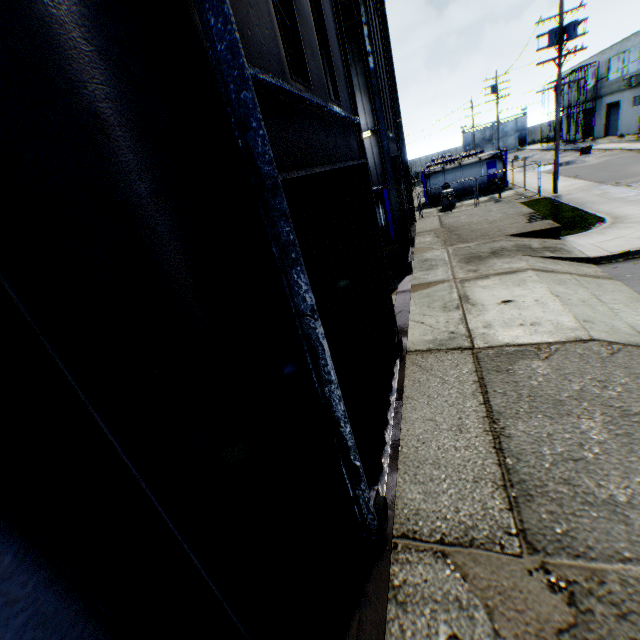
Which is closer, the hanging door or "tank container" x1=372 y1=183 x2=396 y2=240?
the hanging door

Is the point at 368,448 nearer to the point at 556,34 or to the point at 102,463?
the point at 102,463

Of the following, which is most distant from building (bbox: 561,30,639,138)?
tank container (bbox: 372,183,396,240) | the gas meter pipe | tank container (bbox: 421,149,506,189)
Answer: tank container (bbox: 372,183,396,240)

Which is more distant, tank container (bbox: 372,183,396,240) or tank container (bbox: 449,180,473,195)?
tank container (bbox: 449,180,473,195)

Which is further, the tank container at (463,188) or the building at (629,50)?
the building at (629,50)

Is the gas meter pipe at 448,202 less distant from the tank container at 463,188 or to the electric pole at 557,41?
the tank container at 463,188

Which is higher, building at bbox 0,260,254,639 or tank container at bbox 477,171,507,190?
building at bbox 0,260,254,639

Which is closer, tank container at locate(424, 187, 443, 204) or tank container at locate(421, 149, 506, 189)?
tank container at locate(421, 149, 506, 189)
